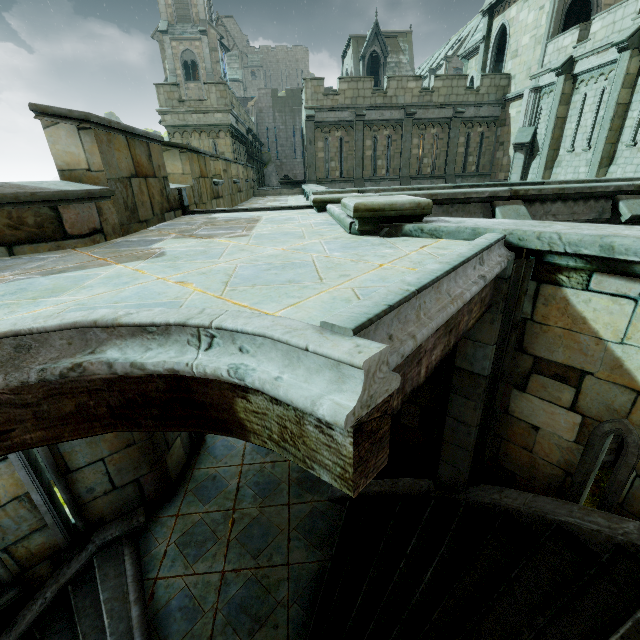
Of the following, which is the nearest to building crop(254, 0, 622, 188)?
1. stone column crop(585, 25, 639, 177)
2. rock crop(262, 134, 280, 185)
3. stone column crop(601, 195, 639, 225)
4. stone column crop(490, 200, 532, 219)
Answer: rock crop(262, 134, 280, 185)

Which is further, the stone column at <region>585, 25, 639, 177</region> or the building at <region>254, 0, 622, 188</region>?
the building at <region>254, 0, 622, 188</region>

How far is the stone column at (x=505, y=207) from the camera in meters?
7.6 m

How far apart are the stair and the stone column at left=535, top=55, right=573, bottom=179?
18.3 meters

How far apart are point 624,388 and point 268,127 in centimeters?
4389cm

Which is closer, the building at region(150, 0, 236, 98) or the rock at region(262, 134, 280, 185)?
the building at region(150, 0, 236, 98)

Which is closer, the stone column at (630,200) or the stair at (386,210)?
→ the stair at (386,210)

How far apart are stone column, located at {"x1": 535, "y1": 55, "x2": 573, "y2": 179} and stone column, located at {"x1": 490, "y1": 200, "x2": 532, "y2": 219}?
12.7 meters
